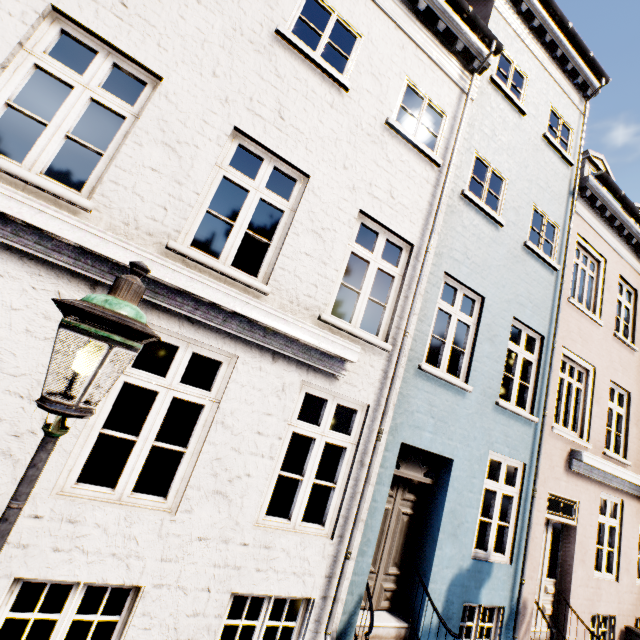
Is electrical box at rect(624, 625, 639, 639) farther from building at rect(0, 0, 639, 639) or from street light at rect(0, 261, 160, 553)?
building at rect(0, 0, 639, 639)

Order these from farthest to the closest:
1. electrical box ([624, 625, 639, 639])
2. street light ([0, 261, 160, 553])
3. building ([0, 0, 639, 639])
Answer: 1. electrical box ([624, 625, 639, 639])
2. building ([0, 0, 639, 639])
3. street light ([0, 261, 160, 553])

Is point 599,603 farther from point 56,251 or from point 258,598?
point 56,251

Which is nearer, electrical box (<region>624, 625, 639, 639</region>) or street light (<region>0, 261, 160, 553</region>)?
street light (<region>0, 261, 160, 553</region>)

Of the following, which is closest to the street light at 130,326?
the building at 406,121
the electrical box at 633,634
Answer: the electrical box at 633,634

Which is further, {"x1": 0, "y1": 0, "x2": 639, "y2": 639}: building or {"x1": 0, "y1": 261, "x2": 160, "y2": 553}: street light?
{"x1": 0, "y1": 0, "x2": 639, "y2": 639}: building

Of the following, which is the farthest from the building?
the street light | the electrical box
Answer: the electrical box
